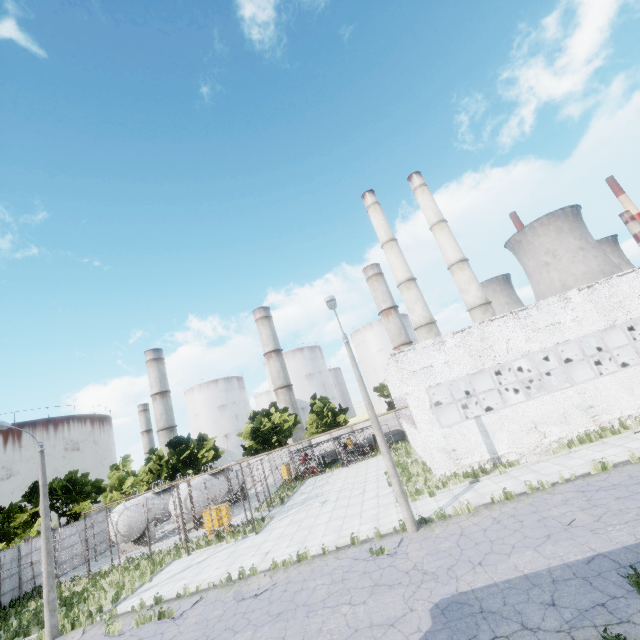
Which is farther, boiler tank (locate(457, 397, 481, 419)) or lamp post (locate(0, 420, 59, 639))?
boiler tank (locate(457, 397, 481, 419))

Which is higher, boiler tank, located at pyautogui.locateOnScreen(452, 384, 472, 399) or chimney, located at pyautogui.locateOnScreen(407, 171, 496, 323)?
chimney, located at pyautogui.locateOnScreen(407, 171, 496, 323)

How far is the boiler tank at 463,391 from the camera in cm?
2792

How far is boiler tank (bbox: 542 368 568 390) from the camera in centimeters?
2578cm

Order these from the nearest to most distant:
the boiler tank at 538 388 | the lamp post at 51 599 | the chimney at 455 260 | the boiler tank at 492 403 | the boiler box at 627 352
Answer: the lamp post at 51 599, the boiler tank at 492 403, the boiler box at 627 352, the boiler tank at 538 388, the chimney at 455 260

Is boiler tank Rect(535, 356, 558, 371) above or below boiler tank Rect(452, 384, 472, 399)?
below

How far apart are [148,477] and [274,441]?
17.71m
